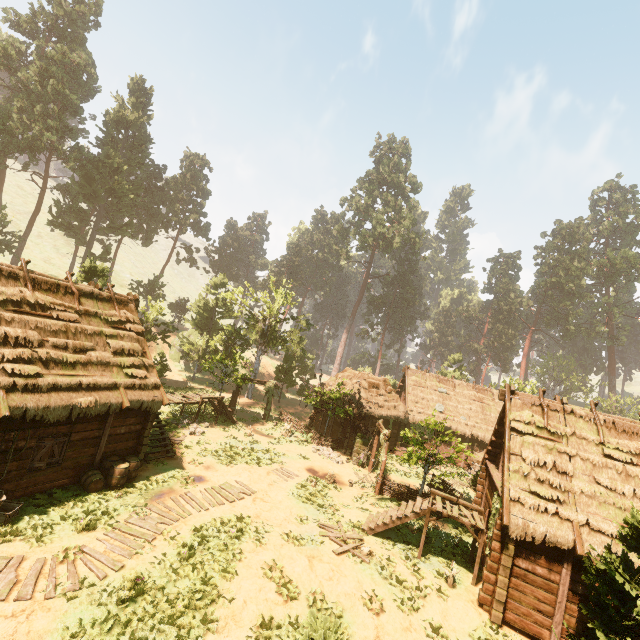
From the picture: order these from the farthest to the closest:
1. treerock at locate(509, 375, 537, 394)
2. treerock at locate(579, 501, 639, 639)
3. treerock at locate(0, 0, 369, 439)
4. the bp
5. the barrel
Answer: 1. treerock at locate(509, 375, 537, 394)
2. treerock at locate(0, 0, 369, 439)
3. the barrel
4. the bp
5. treerock at locate(579, 501, 639, 639)

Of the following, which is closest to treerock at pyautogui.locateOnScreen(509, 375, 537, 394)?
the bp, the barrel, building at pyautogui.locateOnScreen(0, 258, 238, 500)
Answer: building at pyautogui.locateOnScreen(0, 258, 238, 500)

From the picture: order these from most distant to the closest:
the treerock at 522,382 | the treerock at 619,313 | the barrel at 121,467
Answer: the treerock at 619,313
the treerock at 522,382
the barrel at 121,467

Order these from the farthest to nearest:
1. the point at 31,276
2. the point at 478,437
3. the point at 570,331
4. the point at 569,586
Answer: the point at 570,331, the point at 478,437, the point at 31,276, the point at 569,586

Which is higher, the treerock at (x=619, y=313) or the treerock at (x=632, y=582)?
the treerock at (x=619, y=313)

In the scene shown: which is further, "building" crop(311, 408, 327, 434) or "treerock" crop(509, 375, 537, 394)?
"treerock" crop(509, 375, 537, 394)

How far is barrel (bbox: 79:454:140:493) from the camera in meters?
12.6 m

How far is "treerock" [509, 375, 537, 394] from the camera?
36.6m
